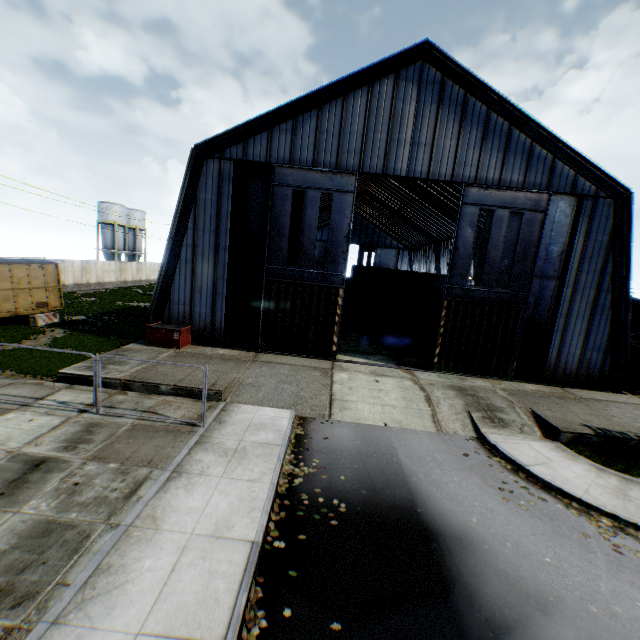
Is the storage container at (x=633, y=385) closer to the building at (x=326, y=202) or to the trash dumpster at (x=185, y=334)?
the building at (x=326, y=202)

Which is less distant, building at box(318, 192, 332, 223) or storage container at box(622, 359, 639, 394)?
storage container at box(622, 359, 639, 394)

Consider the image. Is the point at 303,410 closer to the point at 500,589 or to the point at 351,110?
the point at 500,589

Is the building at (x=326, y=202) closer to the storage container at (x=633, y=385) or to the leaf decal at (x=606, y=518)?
the storage container at (x=633, y=385)

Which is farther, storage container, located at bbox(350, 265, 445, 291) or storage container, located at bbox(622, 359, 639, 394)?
storage container, located at bbox(350, 265, 445, 291)

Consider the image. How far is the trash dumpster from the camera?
17.5 meters

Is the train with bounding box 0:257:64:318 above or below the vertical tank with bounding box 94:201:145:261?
below

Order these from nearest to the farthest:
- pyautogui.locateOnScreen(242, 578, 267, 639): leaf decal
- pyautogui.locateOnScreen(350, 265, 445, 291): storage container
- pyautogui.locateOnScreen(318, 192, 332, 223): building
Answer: pyautogui.locateOnScreen(242, 578, 267, 639): leaf decal, pyautogui.locateOnScreen(350, 265, 445, 291): storage container, pyautogui.locateOnScreen(318, 192, 332, 223): building
